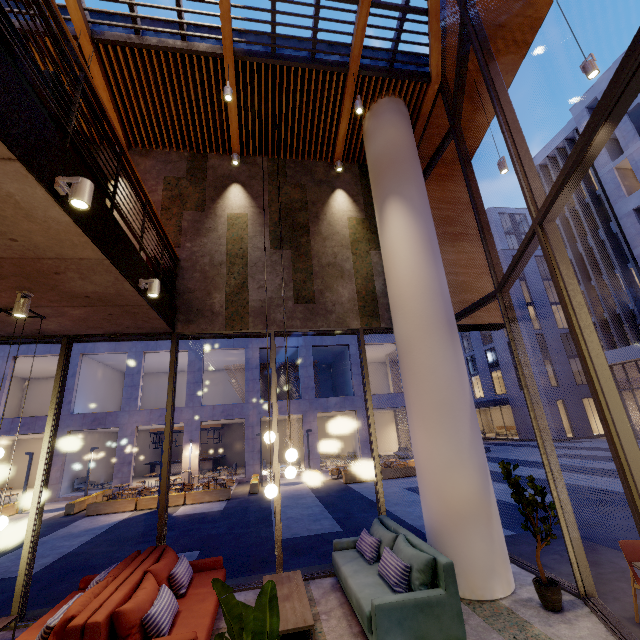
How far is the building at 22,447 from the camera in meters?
20.1

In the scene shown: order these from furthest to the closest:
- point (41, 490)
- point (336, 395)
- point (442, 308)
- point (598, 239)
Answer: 1. point (336, 395)
2. point (598, 239)
3. point (442, 308)
4. point (41, 490)

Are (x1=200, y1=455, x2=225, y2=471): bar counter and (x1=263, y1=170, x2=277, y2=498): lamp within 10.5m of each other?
no

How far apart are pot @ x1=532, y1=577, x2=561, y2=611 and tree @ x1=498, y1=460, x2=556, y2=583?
0.1m

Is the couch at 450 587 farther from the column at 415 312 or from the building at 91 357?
the building at 91 357

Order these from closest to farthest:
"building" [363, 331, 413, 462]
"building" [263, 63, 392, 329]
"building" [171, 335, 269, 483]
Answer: "building" [263, 63, 392, 329]
"building" [171, 335, 269, 483]
"building" [363, 331, 413, 462]

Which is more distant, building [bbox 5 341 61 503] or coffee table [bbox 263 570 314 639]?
building [bbox 5 341 61 503]

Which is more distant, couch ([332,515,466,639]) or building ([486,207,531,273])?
building ([486,207,531,273])
